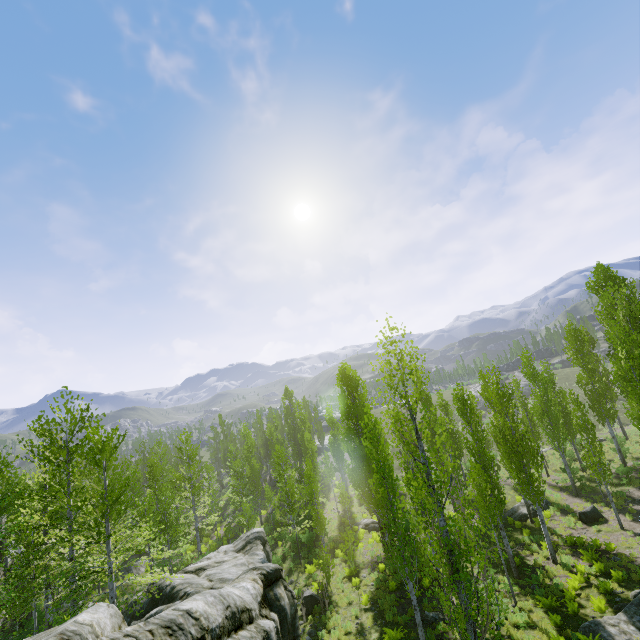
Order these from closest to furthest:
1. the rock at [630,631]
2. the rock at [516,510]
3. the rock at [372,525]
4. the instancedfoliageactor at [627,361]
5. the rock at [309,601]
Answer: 1. the instancedfoliageactor at [627,361]
2. the rock at [630,631]
3. the rock at [309,601]
4. the rock at [516,510]
5. the rock at [372,525]

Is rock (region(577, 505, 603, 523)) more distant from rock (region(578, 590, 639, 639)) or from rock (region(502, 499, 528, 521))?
rock (region(578, 590, 639, 639))

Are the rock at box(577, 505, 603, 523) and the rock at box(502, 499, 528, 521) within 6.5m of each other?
yes

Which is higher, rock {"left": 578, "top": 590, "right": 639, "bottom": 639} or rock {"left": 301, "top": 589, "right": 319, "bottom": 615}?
rock {"left": 578, "top": 590, "right": 639, "bottom": 639}

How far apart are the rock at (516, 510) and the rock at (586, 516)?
2.75m

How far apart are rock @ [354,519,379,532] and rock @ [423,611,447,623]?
13.51m

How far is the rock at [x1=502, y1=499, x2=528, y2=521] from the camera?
23.5 meters

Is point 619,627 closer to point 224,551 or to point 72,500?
point 224,551
